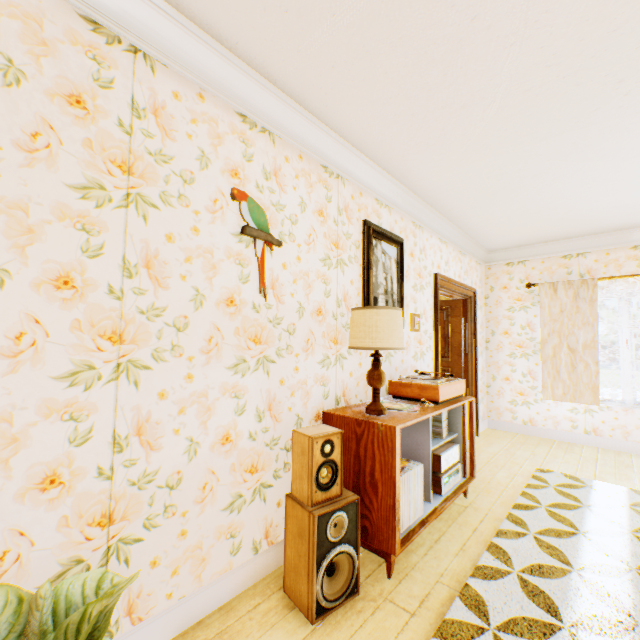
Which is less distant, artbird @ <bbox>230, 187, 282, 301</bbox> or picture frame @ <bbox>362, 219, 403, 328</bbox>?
artbird @ <bbox>230, 187, 282, 301</bbox>

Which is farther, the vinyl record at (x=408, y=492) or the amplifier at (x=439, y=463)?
the amplifier at (x=439, y=463)

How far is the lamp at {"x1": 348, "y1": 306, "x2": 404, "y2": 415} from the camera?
2.25m

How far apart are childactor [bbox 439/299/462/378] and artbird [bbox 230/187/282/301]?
4.1m

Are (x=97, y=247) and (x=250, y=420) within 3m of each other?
yes

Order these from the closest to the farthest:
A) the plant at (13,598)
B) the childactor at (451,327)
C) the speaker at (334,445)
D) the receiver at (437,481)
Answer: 1. the plant at (13,598)
2. the speaker at (334,445)
3. the receiver at (437,481)
4. the childactor at (451,327)

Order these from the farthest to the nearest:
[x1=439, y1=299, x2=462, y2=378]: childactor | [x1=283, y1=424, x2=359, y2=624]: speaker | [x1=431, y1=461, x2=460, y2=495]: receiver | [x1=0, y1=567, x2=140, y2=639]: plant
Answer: [x1=439, y1=299, x2=462, y2=378]: childactor, [x1=431, y1=461, x2=460, y2=495]: receiver, [x1=283, y1=424, x2=359, y2=624]: speaker, [x1=0, y1=567, x2=140, y2=639]: plant

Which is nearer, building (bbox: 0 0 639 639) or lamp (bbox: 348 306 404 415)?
building (bbox: 0 0 639 639)
